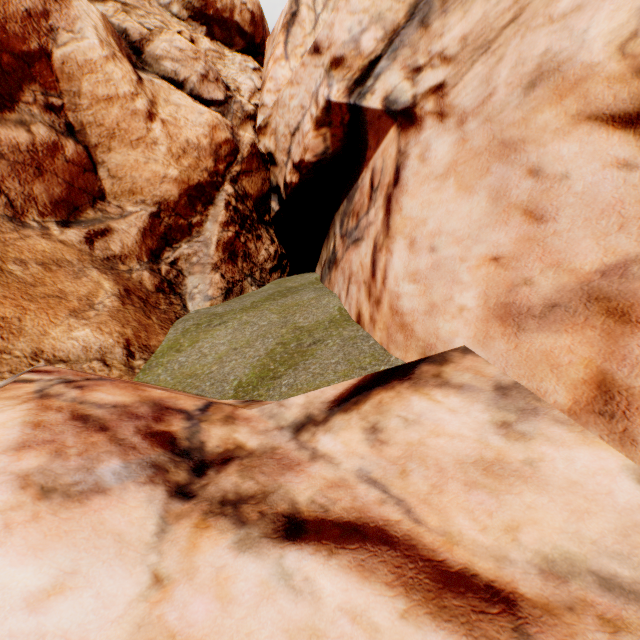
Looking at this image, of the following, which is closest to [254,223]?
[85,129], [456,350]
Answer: [85,129]
